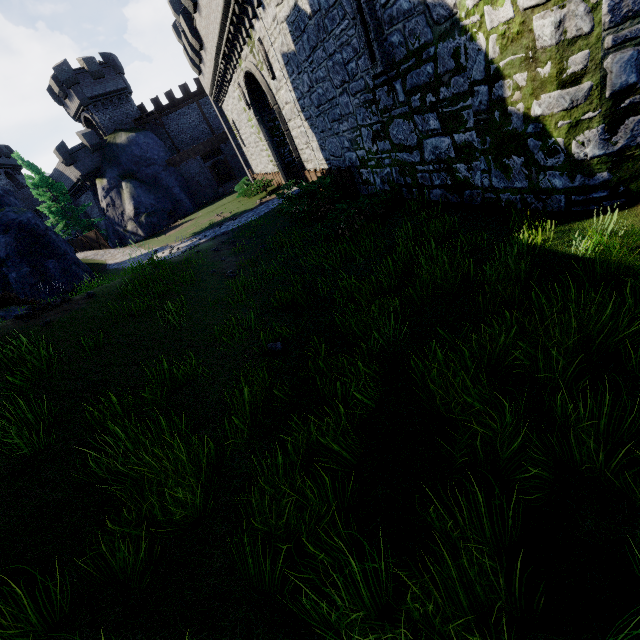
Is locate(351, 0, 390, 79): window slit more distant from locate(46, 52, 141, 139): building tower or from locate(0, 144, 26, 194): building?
locate(0, 144, 26, 194): building

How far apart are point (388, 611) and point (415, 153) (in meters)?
9.37

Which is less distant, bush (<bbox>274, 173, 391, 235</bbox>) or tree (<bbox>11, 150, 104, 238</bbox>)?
bush (<bbox>274, 173, 391, 235</bbox>)

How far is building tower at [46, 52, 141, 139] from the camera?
33.56m

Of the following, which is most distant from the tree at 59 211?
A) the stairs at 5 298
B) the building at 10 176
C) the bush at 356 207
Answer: the bush at 356 207

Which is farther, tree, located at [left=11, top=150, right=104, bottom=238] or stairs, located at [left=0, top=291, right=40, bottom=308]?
tree, located at [left=11, top=150, right=104, bottom=238]

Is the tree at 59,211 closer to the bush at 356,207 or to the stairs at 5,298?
the stairs at 5,298

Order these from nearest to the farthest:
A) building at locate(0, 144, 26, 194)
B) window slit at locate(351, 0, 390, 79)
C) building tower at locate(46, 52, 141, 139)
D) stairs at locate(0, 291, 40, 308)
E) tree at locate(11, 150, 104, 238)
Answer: window slit at locate(351, 0, 390, 79) → stairs at locate(0, 291, 40, 308) → tree at locate(11, 150, 104, 238) → building tower at locate(46, 52, 141, 139) → building at locate(0, 144, 26, 194)
